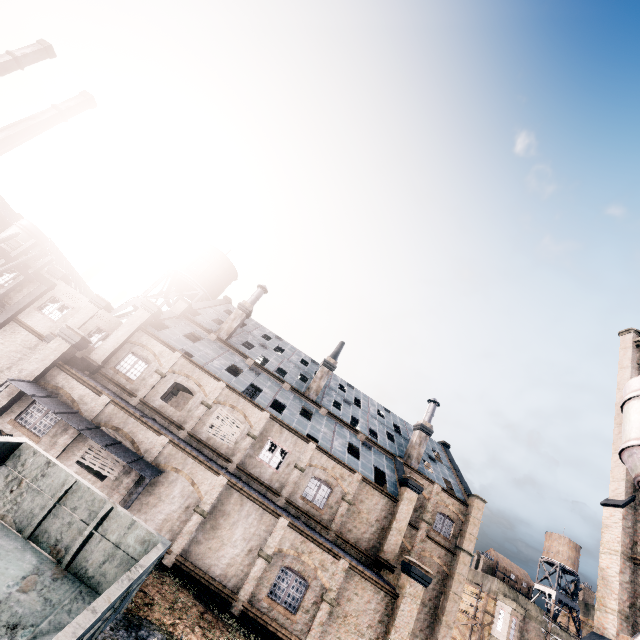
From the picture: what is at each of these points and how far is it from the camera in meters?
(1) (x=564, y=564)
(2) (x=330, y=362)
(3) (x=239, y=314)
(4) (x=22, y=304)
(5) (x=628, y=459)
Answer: (1) water tower, 44.0
(2) chimney, 34.9
(3) chimney, 34.8
(4) building structure, 26.5
(5) silo, 19.2

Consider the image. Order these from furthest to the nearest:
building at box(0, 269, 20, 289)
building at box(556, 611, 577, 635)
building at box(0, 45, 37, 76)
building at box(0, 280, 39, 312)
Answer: building at box(0, 45, 37, 76) → building at box(556, 611, 577, 635) → building at box(0, 269, 20, 289) → building at box(0, 280, 39, 312)

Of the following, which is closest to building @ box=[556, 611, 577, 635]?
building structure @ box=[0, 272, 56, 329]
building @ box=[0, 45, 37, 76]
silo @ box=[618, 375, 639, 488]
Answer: silo @ box=[618, 375, 639, 488]

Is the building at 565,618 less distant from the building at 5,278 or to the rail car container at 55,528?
the building at 5,278

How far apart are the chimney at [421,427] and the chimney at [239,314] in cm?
2198

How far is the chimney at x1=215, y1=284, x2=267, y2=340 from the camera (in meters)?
33.66

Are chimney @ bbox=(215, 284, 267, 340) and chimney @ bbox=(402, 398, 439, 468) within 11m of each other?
no

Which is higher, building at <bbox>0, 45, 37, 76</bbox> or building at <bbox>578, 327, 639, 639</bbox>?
building at <bbox>0, 45, 37, 76</bbox>
